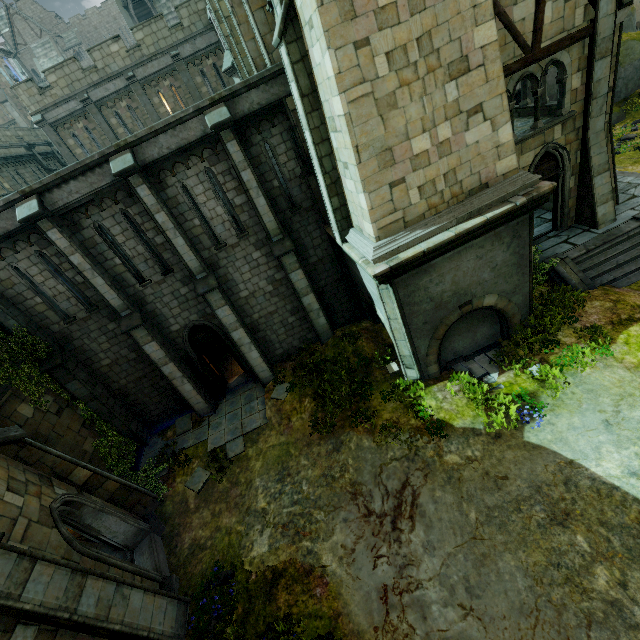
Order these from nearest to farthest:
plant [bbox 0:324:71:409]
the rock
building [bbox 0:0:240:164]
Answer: plant [bbox 0:324:71:409]
building [bbox 0:0:240:164]
the rock

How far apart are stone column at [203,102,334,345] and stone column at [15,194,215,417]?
5.55m

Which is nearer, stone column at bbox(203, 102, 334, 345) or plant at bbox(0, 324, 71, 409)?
stone column at bbox(203, 102, 334, 345)

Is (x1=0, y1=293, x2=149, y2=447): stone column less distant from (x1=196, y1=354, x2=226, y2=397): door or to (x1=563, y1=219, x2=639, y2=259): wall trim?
(x1=196, y1=354, x2=226, y2=397): door

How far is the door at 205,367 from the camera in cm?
1380

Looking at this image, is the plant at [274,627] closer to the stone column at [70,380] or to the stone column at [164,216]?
the stone column at [164,216]

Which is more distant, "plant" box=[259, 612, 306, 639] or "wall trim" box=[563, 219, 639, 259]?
"wall trim" box=[563, 219, 639, 259]

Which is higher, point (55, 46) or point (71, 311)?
point (55, 46)
